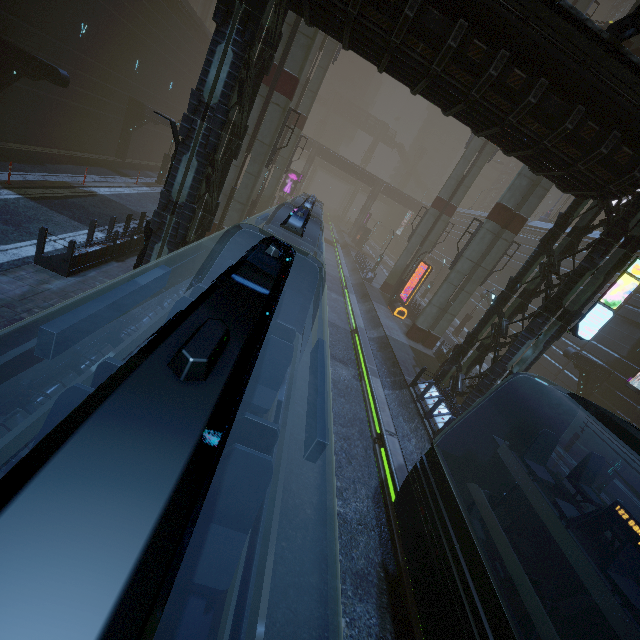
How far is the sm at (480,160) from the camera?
27.7m

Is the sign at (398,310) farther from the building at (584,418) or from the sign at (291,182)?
the sign at (291,182)

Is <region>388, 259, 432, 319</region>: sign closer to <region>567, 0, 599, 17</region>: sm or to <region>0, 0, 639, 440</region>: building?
<region>0, 0, 639, 440</region>: building

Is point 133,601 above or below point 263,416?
above

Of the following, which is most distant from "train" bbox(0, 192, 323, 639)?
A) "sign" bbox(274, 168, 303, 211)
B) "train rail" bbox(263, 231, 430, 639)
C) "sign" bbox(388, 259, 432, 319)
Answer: "sign" bbox(274, 168, 303, 211)

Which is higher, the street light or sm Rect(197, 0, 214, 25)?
sm Rect(197, 0, 214, 25)

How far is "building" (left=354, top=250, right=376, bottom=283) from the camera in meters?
33.5

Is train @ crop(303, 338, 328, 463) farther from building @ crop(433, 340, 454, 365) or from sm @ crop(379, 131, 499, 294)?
sm @ crop(379, 131, 499, 294)
